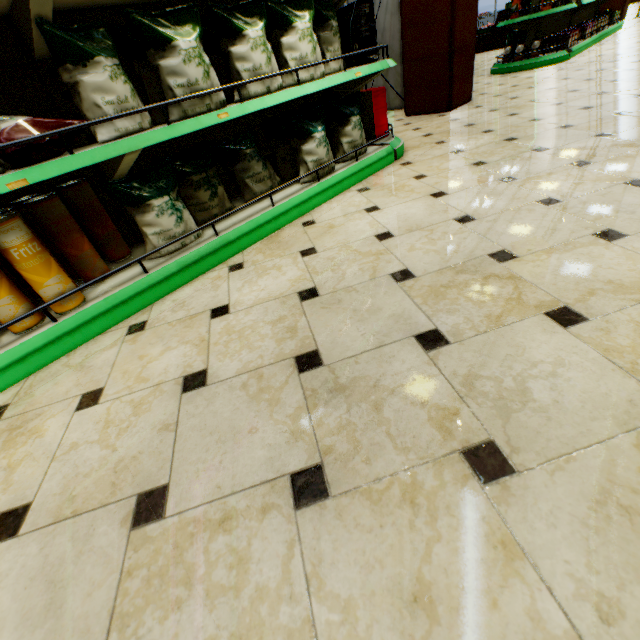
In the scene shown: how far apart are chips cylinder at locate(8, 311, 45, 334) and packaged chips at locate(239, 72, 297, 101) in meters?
1.4 m

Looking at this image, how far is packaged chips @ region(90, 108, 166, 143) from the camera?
1.5 meters

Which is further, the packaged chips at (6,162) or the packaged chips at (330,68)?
the packaged chips at (330,68)

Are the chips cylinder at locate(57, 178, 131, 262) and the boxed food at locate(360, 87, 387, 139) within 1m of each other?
no

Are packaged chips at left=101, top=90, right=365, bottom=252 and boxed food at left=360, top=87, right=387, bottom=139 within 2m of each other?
yes

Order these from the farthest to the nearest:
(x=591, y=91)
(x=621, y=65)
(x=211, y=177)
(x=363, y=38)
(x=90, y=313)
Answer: (x=621, y=65), (x=591, y=91), (x=363, y=38), (x=211, y=177), (x=90, y=313)

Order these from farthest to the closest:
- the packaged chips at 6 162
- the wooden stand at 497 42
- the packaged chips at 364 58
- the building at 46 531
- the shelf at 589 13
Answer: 1. the wooden stand at 497 42
2. the shelf at 589 13
3. the packaged chips at 364 58
4. the packaged chips at 6 162
5. the building at 46 531

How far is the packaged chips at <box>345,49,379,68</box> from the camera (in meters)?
2.71
